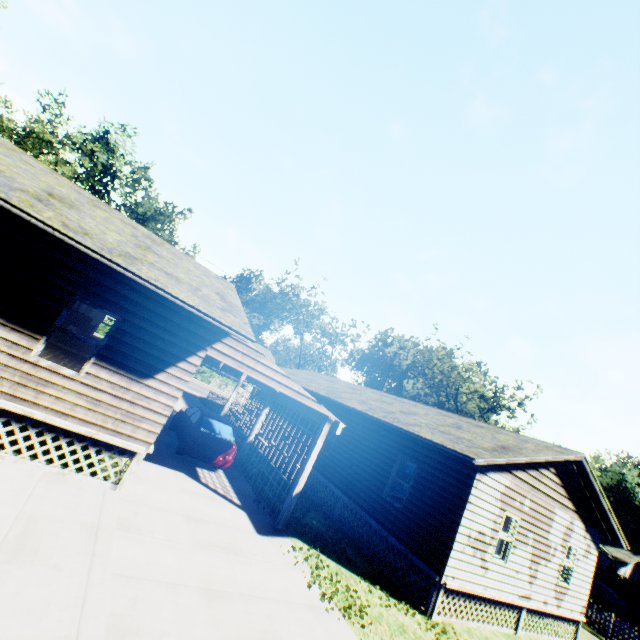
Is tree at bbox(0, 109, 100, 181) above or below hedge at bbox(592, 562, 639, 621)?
above

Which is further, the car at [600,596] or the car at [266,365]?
the car at [600,596]

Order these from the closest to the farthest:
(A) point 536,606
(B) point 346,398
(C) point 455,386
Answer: (A) point 536,606, (B) point 346,398, (C) point 455,386

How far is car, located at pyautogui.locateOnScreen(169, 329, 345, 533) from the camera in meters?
9.0 m

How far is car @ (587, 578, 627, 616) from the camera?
24.2 meters

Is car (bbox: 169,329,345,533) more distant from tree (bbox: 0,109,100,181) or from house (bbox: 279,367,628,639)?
tree (bbox: 0,109,100,181)

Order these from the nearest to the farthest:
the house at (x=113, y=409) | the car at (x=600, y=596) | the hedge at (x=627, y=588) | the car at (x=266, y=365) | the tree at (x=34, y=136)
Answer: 1. the house at (x=113, y=409)
2. the car at (x=266, y=365)
3. the car at (x=600, y=596)
4. the hedge at (x=627, y=588)
5. the tree at (x=34, y=136)

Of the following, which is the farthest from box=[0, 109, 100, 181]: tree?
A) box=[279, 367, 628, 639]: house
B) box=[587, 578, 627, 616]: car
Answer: box=[587, 578, 627, 616]: car
